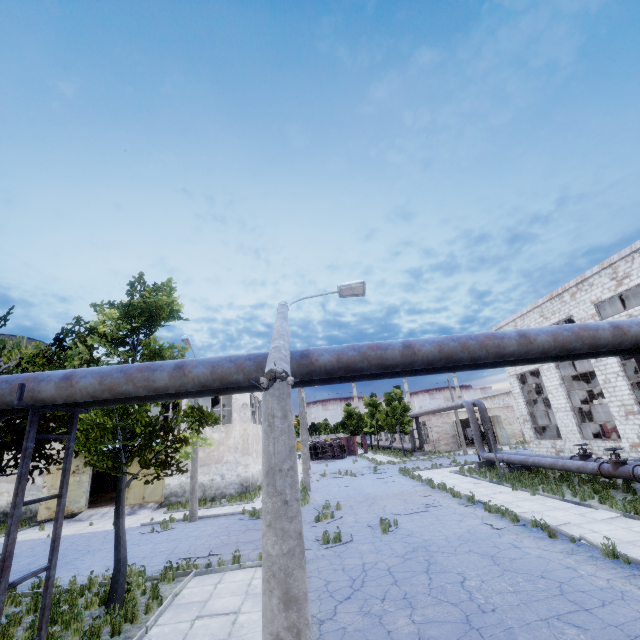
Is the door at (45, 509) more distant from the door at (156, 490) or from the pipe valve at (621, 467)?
the pipe valve at (621, 467)

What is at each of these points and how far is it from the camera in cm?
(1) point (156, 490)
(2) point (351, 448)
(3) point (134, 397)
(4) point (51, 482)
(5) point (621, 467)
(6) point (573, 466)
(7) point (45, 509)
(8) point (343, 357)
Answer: (1) door, 2411
(2) truck dump body, 5503
(3) pipe, 636
(4) door, 2236
(5) pipe valve, 1370
(6) pipe, 1608
(7) door, 2173
(8) pipe, 572

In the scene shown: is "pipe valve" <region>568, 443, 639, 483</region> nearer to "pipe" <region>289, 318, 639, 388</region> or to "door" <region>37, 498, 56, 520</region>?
"pipe" <region>289, 318, 639, 388</region>

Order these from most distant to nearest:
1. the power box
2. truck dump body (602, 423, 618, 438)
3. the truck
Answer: the truck, the power box, truck dump body (602, 423, 618, 438)

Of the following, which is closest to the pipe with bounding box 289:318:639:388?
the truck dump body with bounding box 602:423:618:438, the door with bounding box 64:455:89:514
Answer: the door with bounding box 64:455:89:514

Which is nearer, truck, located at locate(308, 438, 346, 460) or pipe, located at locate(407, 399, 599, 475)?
pipe, located at locate(407, 399, 599, 475)

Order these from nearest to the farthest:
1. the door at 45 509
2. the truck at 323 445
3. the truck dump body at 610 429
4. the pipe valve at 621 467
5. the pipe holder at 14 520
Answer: the pipe holder at 14 520 < the pipe valve at 621 467 < the door at 45 509 < the truck dump body at 610 429 < the truck at 323 445

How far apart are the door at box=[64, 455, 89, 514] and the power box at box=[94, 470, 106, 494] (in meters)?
12.37
